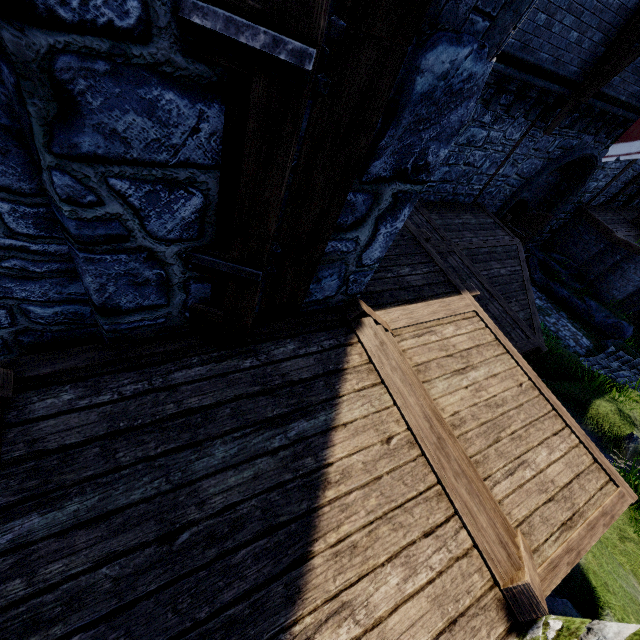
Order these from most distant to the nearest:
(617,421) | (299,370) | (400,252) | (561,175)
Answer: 1. (561,175)
2. (617,421)
3. (400,252)
4. (299,370)

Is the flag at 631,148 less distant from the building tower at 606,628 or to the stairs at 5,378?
the building tower at 606,628

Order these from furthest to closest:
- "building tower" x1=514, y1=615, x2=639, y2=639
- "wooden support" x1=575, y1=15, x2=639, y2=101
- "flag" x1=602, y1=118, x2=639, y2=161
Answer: "flag" x1=602, y1=118, x2=639, y2=161 < "wooden support" x1=575, y1=15, x2=639, y2=101 < "building tower" x1=514, y1=615, x2=639, y2=639

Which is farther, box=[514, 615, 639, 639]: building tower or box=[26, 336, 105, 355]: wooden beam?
box=[26, 336, 105, 355]: wooden beam

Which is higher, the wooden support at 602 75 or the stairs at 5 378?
the wooden support at 602 75

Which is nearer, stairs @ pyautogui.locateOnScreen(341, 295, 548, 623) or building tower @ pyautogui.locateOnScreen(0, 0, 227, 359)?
building tower @ pyautogui.locateOnScreen(0, 0, 227, 359)

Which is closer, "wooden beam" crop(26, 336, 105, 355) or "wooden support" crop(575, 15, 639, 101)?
"wooden beam" crop(26, 336, 105, 355)

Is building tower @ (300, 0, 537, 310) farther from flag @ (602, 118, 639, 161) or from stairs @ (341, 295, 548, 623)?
flag @ (602, 118, 639, 161)
